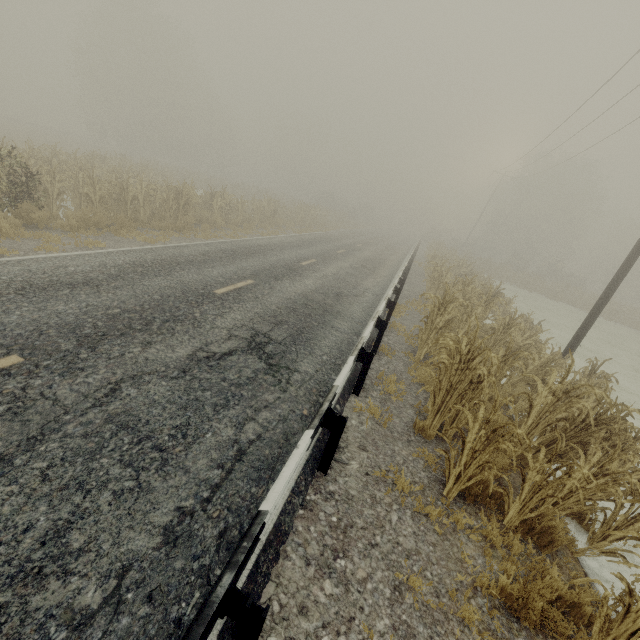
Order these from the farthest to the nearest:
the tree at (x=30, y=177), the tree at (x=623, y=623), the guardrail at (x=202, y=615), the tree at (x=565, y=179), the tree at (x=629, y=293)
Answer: the tree at (x=629, y=293), the tree at (x=30, y=177), the tree at (x=565, y=179), the tree at (x=623, y=623), the guardrail at (x=202, y=615)

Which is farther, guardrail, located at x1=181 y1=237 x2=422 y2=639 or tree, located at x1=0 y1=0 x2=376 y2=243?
tree, located at x1=0 y1=0 x2=376 y2=243

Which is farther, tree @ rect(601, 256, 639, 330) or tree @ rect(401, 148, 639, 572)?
tree @ rect(601, 256, 639, 330)

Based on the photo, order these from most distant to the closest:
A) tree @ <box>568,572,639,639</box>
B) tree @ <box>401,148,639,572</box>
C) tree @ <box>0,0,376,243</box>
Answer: tree @ <box>0,0,376,243</box> < tree @ <box>401,148,639,572</box> < tree @ <box>568,572,639,639</box>

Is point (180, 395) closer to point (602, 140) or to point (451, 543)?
point (451, 543)

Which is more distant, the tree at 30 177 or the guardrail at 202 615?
the tree at 30 177
